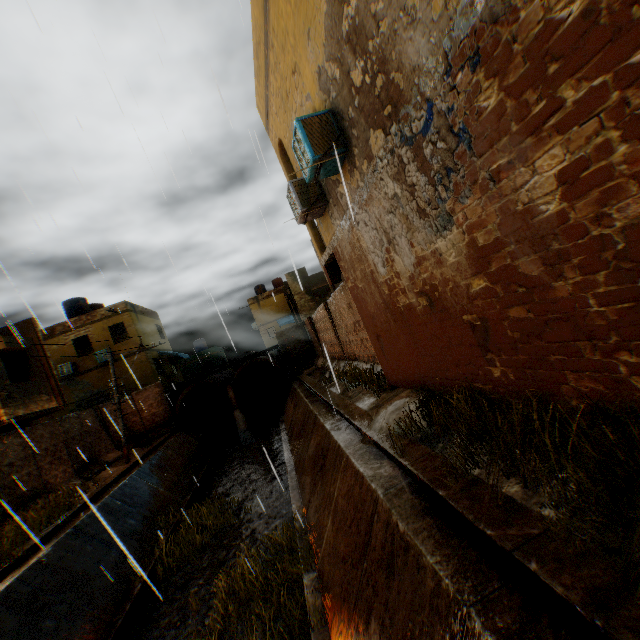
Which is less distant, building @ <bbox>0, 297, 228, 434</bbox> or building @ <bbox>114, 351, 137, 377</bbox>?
building @ <bbox>0, 297, 228, 434</bbox>

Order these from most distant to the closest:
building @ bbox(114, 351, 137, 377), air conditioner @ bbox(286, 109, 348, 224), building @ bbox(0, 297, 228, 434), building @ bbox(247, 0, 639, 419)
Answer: building @ bbox(114, 351, 137, 377) < building @ bbox(0, 297, 228, 434) < air conditioner @ bbox(286, 109, 348, 224) < building @ bbox(247, 0, 639, 419)

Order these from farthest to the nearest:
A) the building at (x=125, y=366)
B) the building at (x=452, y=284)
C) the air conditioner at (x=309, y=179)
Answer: the building at (x=125, y=366)
the air conditioner at (x=309, y=179)
the building at (x=452, y=284)

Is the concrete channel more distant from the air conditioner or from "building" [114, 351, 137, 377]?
the air conditioner

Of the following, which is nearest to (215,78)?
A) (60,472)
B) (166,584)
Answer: (166,584)

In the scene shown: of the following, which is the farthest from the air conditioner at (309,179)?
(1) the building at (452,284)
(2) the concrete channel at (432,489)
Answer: (2) the concrete channel at (432,489)

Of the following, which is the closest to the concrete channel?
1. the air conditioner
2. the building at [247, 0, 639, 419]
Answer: the building at [247, 0, 639, 419]

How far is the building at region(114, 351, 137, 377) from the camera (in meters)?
23.33
